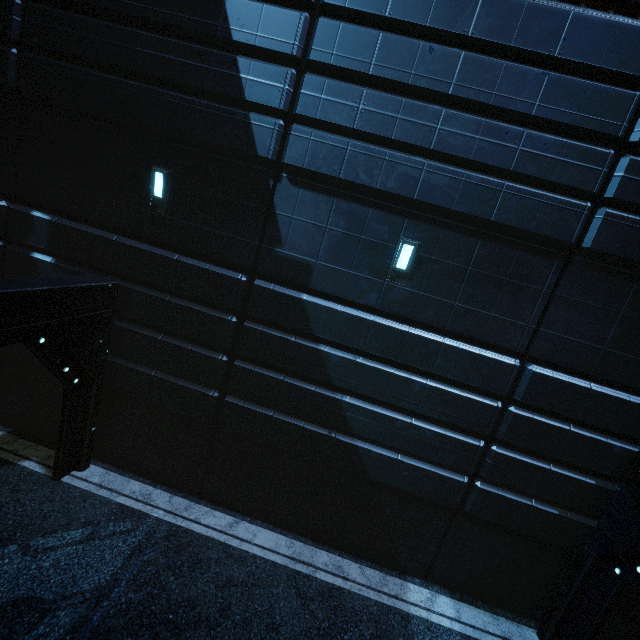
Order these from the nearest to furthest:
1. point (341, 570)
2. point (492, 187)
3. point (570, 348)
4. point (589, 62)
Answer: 1. point (589, 62)
2. point (492, 187)
3. point (570, 348)
4. point (341, 570)
